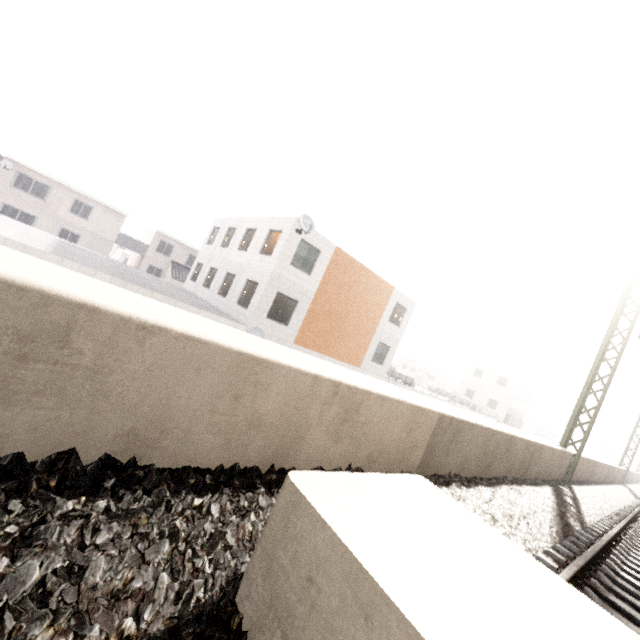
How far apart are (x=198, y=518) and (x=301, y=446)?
1.20m

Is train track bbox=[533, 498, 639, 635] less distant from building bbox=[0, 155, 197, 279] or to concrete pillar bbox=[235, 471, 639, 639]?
concrete pillar bbox=[235, 471, 639, 639]

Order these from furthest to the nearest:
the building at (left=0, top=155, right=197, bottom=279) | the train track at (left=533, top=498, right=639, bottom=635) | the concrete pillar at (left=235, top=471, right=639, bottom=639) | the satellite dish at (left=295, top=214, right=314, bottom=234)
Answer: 1. the building at (left=0, top=155, right=197, bottom=279)
2. the satellite dish at (left=295, top=214, right=314, bottom=234)
3. the train track at (left=533, top=498, right=639, bottom=635)
4. the concrete pillar at (left=235, top=471, right=639, bottom=639)

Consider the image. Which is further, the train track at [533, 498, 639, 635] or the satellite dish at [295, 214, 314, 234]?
the satellite dish at [295, 214, 314, 234]

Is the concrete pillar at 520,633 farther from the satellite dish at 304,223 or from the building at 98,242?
the building at 98,242

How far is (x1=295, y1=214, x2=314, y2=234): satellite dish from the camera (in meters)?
15.55

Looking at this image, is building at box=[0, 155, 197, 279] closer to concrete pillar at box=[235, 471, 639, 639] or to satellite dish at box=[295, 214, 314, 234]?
satellite dish at box=[295, 214, 314, 234]

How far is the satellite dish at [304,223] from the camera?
15.5 meters
